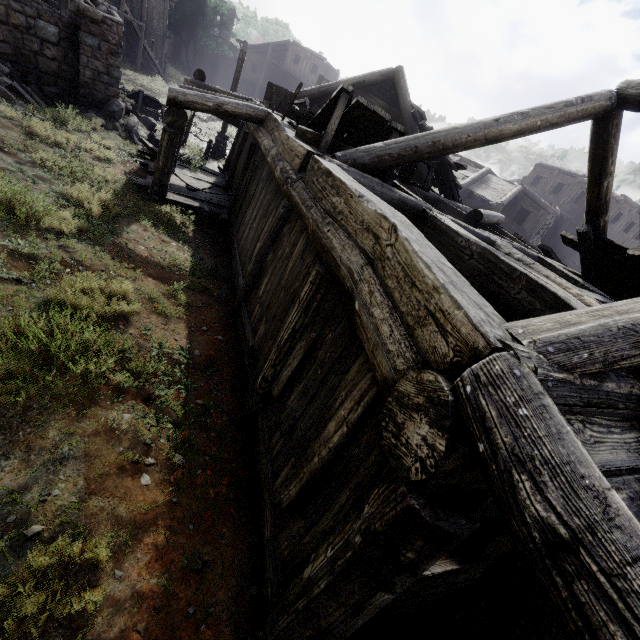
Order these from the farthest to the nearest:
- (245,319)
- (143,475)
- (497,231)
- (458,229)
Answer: (497,231), (245,319), (458,229), (143,475)

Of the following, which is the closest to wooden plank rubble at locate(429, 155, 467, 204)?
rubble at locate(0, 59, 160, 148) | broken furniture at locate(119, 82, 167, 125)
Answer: rubble at locate(0, 59, 160, 148)

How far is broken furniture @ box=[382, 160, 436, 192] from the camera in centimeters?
570cm

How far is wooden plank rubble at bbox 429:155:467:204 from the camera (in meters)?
11.16

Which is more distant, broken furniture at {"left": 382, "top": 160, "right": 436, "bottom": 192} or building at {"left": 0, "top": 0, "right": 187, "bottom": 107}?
building at {"left": 0, "top": 0, "right": 187, "bottom": 107}

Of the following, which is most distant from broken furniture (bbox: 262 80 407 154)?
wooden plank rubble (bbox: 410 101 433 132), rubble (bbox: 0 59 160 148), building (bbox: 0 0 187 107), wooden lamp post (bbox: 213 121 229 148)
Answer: wooden lamp post (bbox: 213 121 229 148)

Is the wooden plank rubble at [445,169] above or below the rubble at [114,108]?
above

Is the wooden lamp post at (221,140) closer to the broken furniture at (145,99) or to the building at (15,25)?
the building at (15,25)
